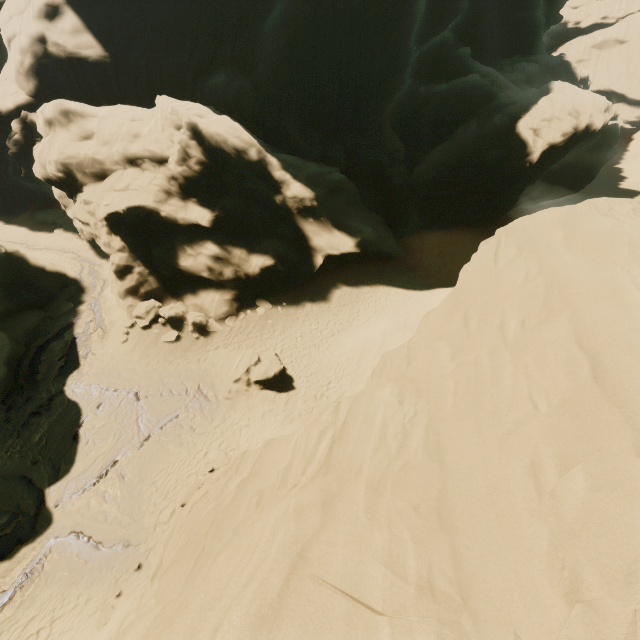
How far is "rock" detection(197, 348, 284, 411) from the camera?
17.3m

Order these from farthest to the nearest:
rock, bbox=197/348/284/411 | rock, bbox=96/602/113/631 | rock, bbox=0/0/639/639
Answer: rock, bbox=197/348/284/411
rock, bbox=96/602/113/631
rock, bbox=0/0/639/639

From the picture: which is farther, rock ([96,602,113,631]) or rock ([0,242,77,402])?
rock ([0,242,77,402])

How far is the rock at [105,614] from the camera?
10.23m

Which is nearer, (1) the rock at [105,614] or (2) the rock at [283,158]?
(2) the rock at [283,158]

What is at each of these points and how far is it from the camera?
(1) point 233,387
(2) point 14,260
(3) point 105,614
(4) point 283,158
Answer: (1) rock, 17.5m
(2) rock, 20.8m
(3) rock, 10.5m
(4) rock, 25.9m

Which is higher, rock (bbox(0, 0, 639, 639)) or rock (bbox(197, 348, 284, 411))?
rock (bbox(0, 0, 639, 639))
